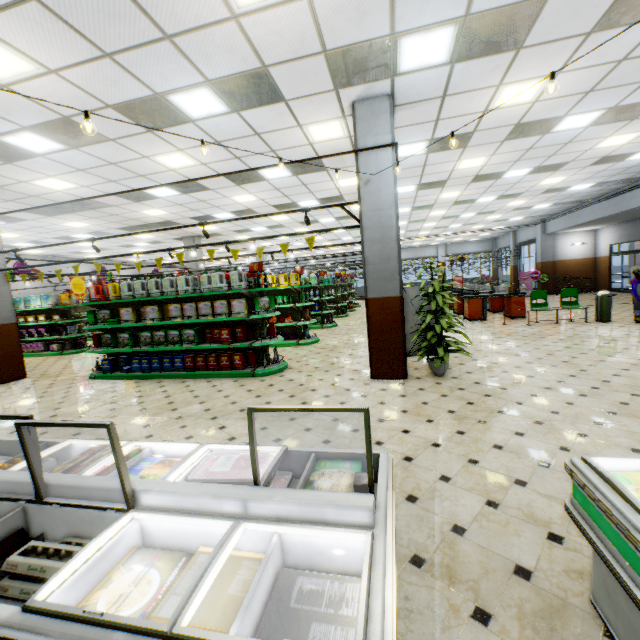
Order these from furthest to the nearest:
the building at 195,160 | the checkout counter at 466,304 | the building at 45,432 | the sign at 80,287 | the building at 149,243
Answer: the building at 149,243
the checkout counter at 466,304
the sign at 80,287
the building at 195,160
the building at 45,432

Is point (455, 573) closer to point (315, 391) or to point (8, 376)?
point (315, 391)

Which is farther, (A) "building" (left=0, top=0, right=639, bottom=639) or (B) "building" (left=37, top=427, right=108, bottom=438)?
(B) "building" (left=37, top=427, right=108, bottom=438)

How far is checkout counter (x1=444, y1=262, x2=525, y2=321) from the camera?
12.0m

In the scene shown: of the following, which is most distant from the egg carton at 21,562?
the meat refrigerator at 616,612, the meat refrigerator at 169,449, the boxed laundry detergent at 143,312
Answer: the boxed laundry detergent at 143,312

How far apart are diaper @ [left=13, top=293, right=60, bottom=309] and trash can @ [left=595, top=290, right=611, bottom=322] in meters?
19.1

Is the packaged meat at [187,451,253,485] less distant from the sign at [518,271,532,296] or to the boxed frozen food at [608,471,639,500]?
the boxed frozen food at [608,471,639,500]

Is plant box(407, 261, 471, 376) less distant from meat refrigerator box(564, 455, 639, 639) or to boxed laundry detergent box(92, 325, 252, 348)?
meat refrigerator box(564, 455, 639, 639)
